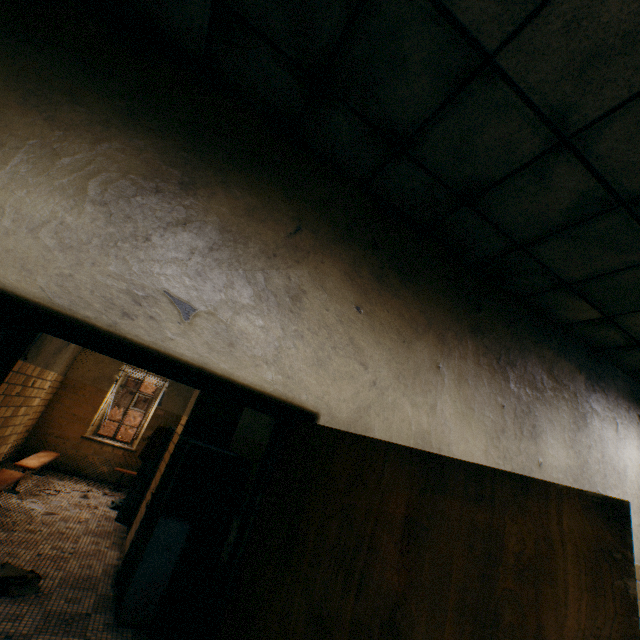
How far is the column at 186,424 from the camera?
4.86m

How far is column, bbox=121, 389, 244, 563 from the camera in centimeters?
486cm

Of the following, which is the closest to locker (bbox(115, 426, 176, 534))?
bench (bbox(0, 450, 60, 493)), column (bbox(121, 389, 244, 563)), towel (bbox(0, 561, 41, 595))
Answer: column (bbox(121, 389, 244, 563))

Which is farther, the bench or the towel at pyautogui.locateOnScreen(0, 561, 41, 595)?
the bench

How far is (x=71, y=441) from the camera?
7.7 meters

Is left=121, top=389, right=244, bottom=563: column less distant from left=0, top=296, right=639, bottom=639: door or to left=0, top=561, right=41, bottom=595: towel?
left=0, top=561, right=41, bottom=595: towel

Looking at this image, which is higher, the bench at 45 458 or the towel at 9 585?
the bench at 45 458

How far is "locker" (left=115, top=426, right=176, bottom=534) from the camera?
5.4m
